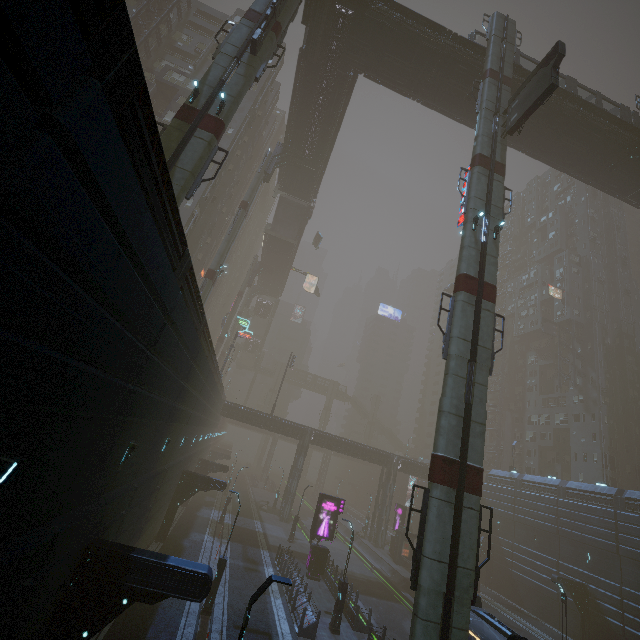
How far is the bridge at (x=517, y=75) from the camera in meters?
26.7

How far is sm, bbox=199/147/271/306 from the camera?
31.1 meters

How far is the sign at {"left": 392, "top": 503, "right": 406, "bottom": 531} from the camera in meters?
41.3

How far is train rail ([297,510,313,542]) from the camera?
41.6 meters

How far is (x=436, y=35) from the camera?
25.9 meters

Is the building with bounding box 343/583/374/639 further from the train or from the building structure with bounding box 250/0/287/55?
the building structure with bounding box 250/0/287/55

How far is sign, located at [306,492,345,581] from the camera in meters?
25.7 m

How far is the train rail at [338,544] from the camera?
35.5m
